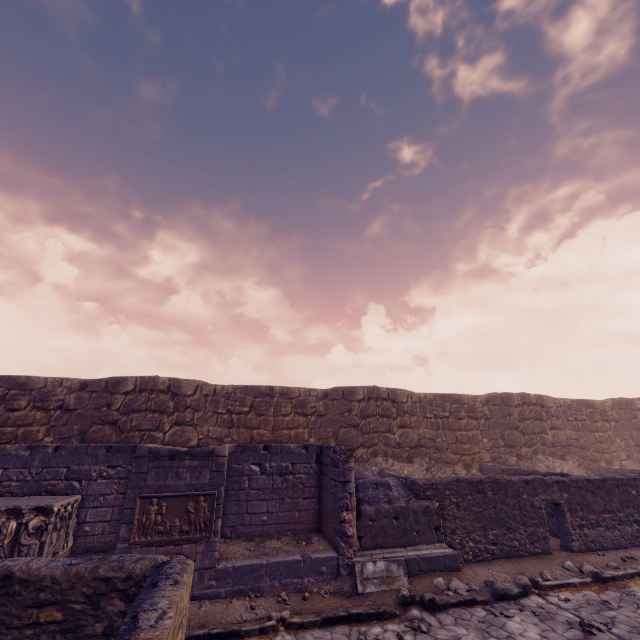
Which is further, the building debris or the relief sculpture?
the building debris

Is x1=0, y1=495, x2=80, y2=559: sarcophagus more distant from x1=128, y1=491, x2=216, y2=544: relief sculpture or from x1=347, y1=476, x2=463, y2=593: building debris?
x1=347, y1=476, x2=463, y2=593: building debris

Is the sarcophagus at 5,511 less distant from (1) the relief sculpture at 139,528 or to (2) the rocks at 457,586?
(1) the relief sculpture at 139,528

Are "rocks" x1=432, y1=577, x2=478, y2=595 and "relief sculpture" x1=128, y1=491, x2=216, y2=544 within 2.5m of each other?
no

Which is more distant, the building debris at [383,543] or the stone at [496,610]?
the building debris at [383,543]

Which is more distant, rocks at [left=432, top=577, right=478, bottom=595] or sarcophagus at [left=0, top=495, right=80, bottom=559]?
rocks at [left=432, top=577, right=478, bottom=595]

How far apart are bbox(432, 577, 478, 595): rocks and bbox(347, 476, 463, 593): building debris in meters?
0.3 m

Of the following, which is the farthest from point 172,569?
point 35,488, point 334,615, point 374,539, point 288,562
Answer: point 35,488
